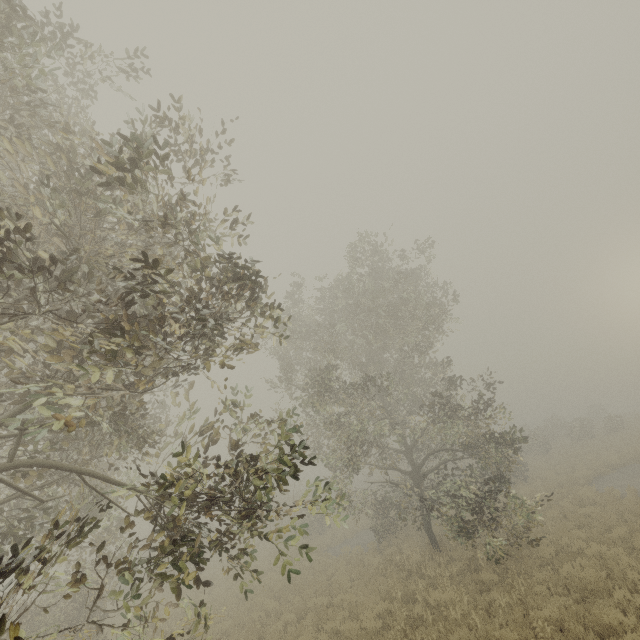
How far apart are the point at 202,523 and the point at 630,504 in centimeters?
1719cm
